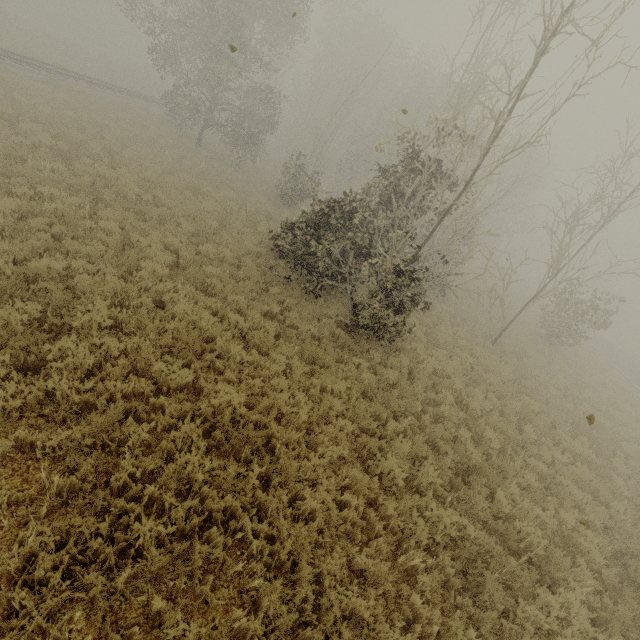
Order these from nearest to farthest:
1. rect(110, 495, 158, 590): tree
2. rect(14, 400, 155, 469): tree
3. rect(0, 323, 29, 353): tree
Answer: rect(110, 495, 158, 590): tree < rect(14, 400, 155, 469): tree < rect(0, 323, 29, 353): tree

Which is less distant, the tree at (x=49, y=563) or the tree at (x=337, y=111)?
the tree at (x=49, y=563)

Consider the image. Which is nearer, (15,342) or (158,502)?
(158,502)

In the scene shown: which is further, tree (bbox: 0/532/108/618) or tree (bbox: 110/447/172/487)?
tree (bbox: 110/447/172/487)

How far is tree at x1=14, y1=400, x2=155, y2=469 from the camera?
4.3m

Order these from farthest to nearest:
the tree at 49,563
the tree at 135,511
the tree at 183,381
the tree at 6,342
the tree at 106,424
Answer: the tree at 183,381 → the tree at 6,342 → the tree at 106,424 → the tree at 135,511 → the tree at 49,563
